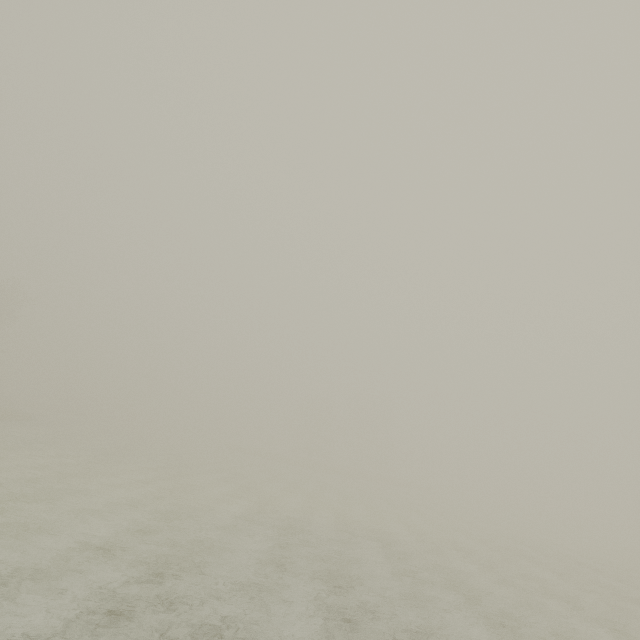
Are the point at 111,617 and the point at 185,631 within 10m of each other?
yes
